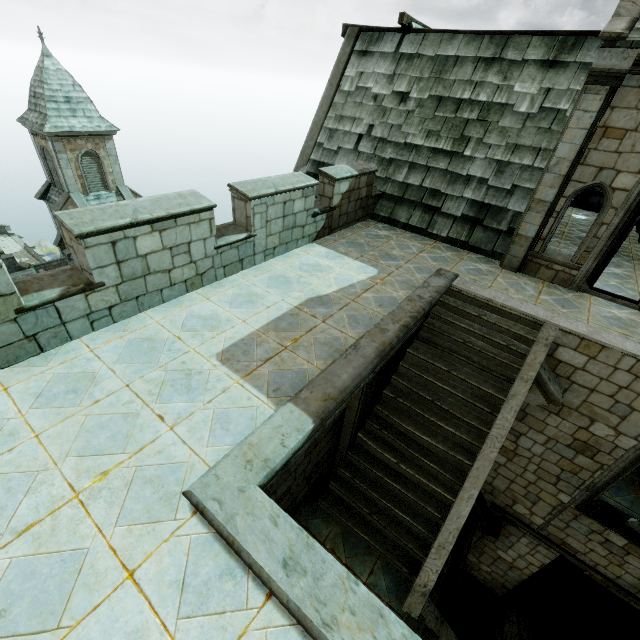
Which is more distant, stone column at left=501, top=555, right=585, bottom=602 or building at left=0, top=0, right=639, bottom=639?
stone column at left=501, top=555, right=585, bottom=602

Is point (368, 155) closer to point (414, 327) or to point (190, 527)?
point (414, 327)

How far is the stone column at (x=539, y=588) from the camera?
9.3m

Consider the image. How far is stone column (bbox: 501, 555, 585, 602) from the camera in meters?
9.3 m

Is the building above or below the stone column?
above

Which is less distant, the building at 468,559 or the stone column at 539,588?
the building at 468,559
